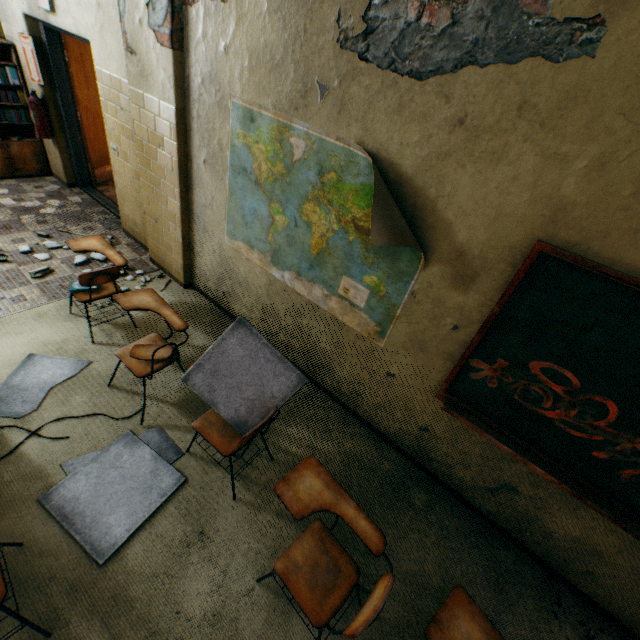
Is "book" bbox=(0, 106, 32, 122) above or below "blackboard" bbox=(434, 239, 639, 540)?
below

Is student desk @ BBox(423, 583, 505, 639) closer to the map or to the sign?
the map

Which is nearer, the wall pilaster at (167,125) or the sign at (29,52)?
the wall pilaster at (167,125)

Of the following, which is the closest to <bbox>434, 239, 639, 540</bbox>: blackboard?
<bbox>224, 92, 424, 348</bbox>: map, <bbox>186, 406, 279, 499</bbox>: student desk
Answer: <bbox>224, 92, 424, 348</bbox>: map

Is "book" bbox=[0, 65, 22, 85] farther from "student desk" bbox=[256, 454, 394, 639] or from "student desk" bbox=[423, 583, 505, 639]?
"student desk" bbox=[423, 583, 505, 639]

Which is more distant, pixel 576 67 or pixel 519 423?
pixel 519 423

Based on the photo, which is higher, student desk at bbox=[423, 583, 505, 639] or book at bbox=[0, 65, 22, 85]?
book at bbox=[0, 65, 22, 85]

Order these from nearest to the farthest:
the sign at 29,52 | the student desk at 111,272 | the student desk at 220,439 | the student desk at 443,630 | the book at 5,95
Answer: the student desk at 443,630 < the student desk at 220,439 < the student desk at 111,272 < the sign at 29,52 < the book at 5,95
